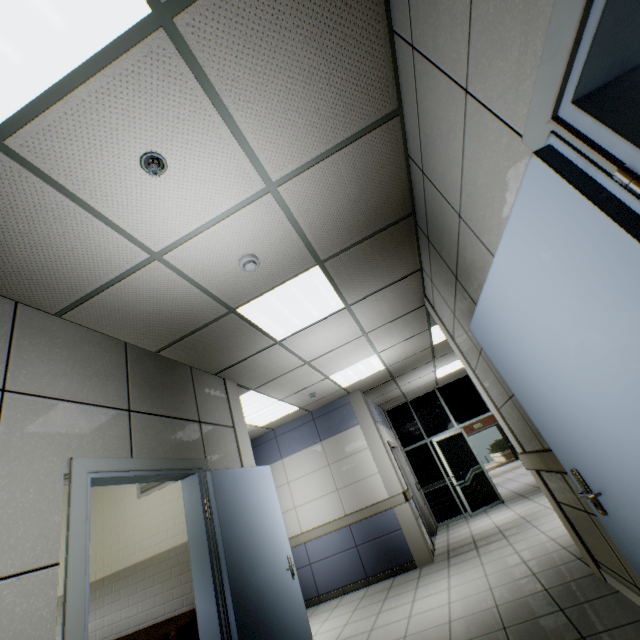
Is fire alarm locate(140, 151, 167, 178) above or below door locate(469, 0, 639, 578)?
above

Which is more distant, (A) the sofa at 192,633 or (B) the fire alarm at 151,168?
(A) the sofa at 192,633

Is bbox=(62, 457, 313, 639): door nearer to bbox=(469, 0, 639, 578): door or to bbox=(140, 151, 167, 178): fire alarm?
bbox=(140, 151, 167, 178): fire alarm

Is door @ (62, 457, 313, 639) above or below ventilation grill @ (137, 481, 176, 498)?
below

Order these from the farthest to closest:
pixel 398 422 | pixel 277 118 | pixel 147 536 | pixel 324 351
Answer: pixel 398 422, pixel 324 351, pixel 147 536, pixel 277 118

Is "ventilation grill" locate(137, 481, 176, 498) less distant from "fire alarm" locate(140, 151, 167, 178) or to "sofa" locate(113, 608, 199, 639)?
"sofa" locate(113, 608, 199, 639)

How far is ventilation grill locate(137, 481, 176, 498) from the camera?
4.2m

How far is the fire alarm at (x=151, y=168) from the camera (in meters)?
1.79
